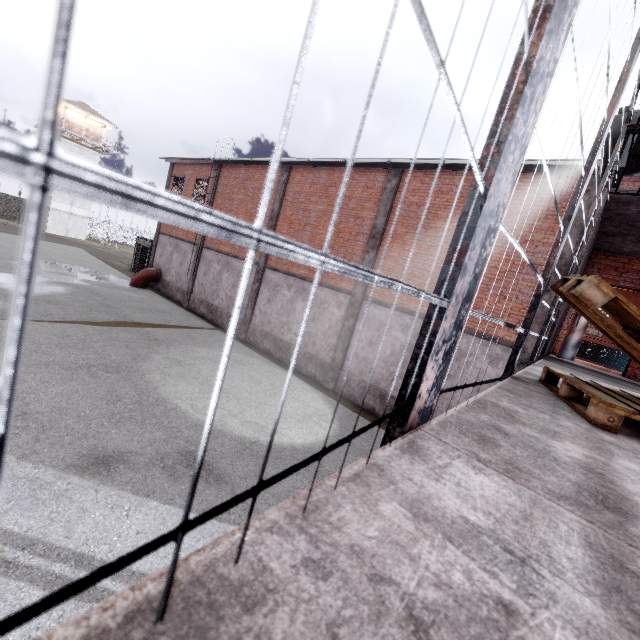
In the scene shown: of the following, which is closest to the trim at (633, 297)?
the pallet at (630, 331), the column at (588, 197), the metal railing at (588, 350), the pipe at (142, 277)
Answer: the metal railing at (588, 350)

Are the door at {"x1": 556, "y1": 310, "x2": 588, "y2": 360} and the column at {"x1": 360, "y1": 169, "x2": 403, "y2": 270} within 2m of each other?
no

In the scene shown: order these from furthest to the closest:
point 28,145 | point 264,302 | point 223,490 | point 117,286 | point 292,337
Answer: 1. point 117,286
2. point 264,302
3. point 292,337
4. point 223,490
5. point 28,145

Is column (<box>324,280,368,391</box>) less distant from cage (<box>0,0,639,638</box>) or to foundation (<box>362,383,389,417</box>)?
foundation (<box>362,383,389,417</box>)

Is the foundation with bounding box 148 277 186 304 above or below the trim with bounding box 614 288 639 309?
below

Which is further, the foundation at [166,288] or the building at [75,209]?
the building at [75,209]

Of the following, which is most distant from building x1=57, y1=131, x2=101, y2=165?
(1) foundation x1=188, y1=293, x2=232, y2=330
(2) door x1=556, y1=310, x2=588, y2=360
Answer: (2) door x1=556, y1=310, x2=588, y2=360

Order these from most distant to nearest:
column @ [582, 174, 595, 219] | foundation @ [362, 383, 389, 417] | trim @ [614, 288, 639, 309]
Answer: trim @ [614, 288, 639, 309], foundation @ [362, 383, 389, 417], column @ [582, 174, 595, 219]
